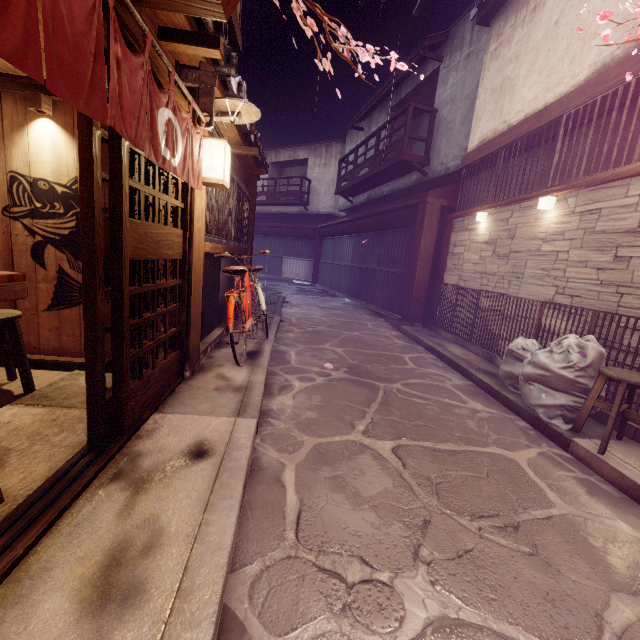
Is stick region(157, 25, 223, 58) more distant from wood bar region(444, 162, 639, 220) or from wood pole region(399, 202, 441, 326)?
wood bar region(444, 162, 639, 220)

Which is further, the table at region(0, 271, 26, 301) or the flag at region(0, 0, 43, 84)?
the table at region(0, 271, 26, 301)

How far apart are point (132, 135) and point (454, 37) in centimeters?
2075cm

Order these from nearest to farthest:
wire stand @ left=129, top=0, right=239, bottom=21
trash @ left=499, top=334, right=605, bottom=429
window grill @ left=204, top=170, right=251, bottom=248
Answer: wire stand @ left=129, top=0, right=239, bottom=21 < trash @ left=499, top=334, right=605, bottom=429 < window grill @ left=204, top=170, right=251, bottom=248

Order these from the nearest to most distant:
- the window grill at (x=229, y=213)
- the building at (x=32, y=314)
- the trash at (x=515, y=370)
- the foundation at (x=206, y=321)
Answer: the building at (x=32, y=314)
the trash at (x=515, y=370)
the window grill at (x=229, y=213)
the foundation at (x=206, y=321)

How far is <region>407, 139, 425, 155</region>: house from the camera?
23.5 meters

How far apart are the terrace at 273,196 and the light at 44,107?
31.88m

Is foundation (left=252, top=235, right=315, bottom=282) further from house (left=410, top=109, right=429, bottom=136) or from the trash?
house (left=410, top=109, right=429, bottom=136)
